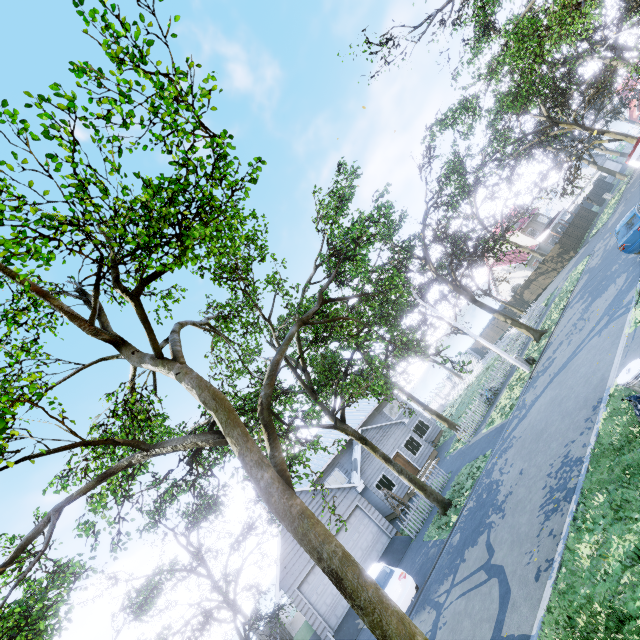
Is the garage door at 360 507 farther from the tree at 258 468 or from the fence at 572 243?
the fence at 572 243

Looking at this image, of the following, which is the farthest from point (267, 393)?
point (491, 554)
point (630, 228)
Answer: point (630, 228)

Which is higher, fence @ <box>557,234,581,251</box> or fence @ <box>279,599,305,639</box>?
fence @ <box>557,234,581,251</box>

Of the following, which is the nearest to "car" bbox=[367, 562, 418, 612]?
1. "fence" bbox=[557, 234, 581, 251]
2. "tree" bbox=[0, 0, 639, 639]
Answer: "fence" bbox=[557, 234, 581, 251]

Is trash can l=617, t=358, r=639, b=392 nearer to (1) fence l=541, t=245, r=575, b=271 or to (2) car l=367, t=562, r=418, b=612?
(1) fence l=541, t=245, r=575, b=271

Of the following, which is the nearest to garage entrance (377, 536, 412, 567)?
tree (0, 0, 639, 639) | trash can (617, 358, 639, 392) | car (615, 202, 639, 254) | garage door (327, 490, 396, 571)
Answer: garage door (327, 490, 396, 571)

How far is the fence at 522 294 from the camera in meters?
39.3 m

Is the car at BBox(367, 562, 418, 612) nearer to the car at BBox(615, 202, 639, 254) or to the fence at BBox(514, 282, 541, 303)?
the fence at BBox(514, 282, 541, 303)
